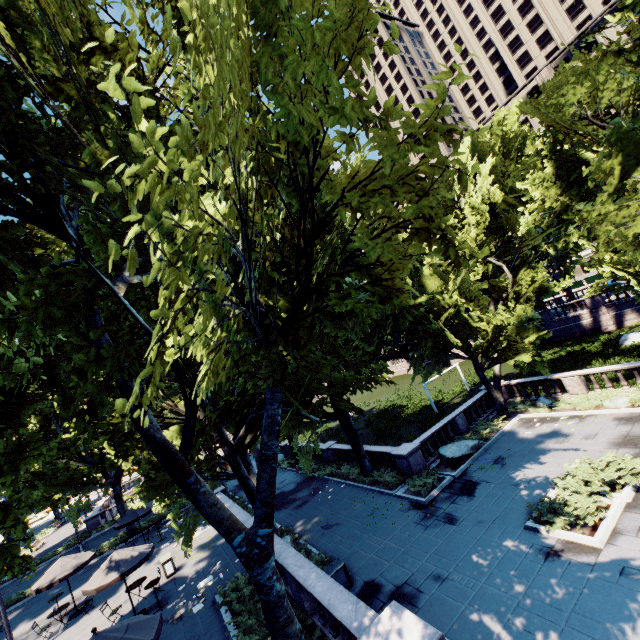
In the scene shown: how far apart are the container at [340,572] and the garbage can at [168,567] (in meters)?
8.71

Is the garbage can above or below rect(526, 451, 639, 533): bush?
above

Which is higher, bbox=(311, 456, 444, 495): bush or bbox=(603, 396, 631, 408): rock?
bbox=(311, 456, 444, 495): bush

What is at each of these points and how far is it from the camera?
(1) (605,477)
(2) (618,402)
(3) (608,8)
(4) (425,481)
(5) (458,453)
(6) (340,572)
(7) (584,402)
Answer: (1) bush, 11.9 meters
(2) rock, 17.4 meters
(3) building, 56.4 meters
(4) bush, 17.2 meters
(5) rock, 19.2 meters
(6) container, 12.8 meters
(7) bush, 18.7 meters

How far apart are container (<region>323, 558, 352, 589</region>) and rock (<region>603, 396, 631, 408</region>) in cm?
1641

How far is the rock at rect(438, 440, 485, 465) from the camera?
19.0 meters

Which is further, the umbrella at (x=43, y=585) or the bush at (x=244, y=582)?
the umbrella at (x=43, y=585)

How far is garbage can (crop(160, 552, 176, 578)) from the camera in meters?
16.7 m
